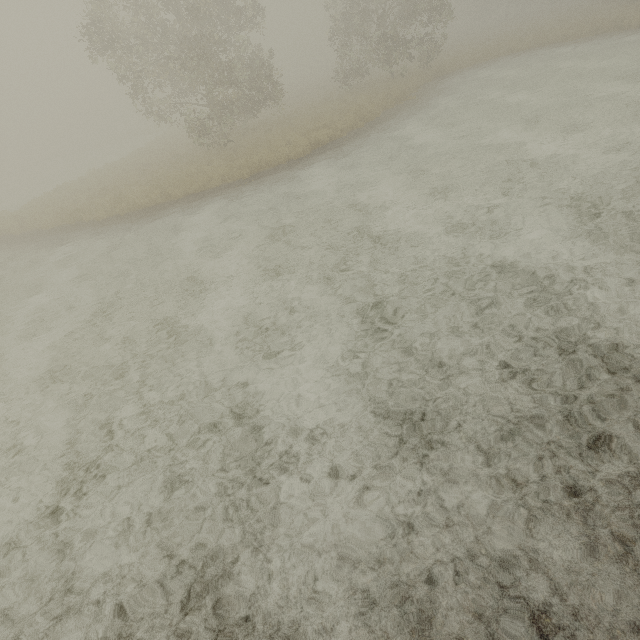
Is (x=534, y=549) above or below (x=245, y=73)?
below
